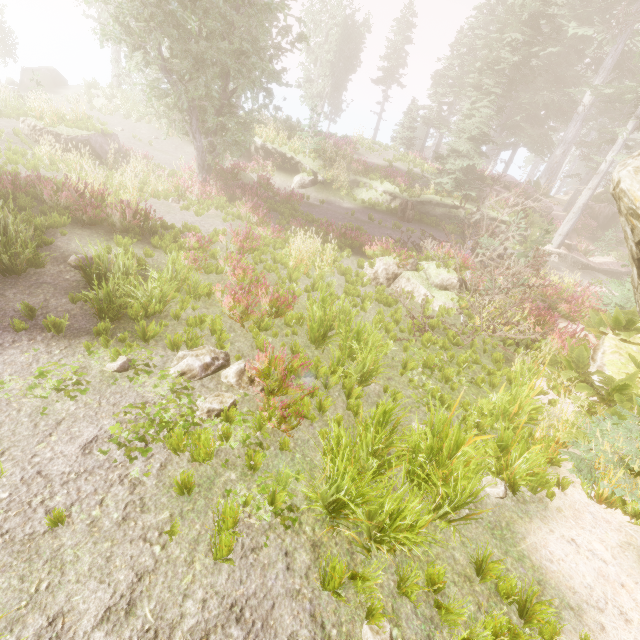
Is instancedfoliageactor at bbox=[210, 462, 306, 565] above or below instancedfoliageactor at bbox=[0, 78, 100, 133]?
below

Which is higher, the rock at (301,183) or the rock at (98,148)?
the rock at (98,148)

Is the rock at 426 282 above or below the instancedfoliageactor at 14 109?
below

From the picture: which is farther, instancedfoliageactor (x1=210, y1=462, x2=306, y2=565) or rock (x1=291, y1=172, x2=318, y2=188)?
rock (x1=291, y1=172, x2=318, y2=188)

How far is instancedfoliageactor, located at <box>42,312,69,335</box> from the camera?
5.0 meters

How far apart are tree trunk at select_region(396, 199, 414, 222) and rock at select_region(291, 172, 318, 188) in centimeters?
554cm

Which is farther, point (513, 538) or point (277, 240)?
point (277, 240)

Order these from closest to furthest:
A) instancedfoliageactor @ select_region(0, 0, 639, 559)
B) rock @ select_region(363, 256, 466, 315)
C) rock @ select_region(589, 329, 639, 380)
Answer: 1. instancedfoliageactor @ select_region(0, 0, 639, 559)
2. rock @ select_region(589, 329, 639, 380)
3. rock @ select_region(363, 256, 466, 315)
